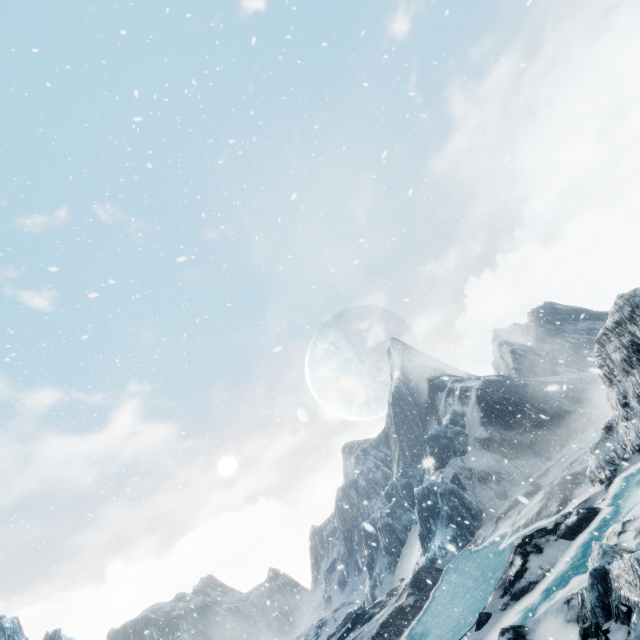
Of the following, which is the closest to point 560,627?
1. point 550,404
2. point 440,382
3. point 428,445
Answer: point 550,404
